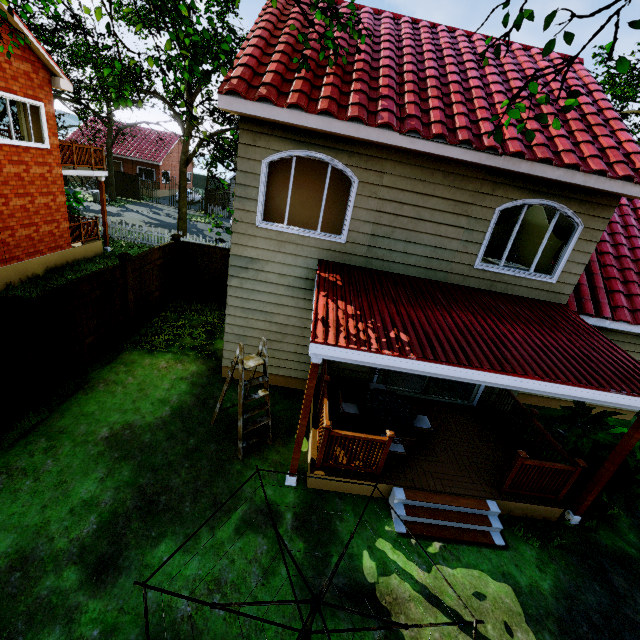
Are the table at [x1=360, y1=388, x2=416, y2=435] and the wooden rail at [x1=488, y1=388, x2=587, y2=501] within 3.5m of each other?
yes

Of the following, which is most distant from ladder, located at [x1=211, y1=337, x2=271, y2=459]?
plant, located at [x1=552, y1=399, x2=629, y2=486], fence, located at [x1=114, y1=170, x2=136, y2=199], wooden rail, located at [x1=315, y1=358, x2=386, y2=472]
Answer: fence, located at [x1=114, y1=170, x2=136, y2=199]

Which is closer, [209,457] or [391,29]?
[209,457]

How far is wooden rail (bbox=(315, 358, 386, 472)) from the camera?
5.7m

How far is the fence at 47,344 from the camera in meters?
6.1

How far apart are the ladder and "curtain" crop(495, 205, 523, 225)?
5.2 meters

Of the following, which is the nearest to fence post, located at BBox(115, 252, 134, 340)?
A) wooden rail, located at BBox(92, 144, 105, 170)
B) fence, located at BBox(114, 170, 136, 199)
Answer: wooden rail, located at BBox(92, 144, 105, 170)

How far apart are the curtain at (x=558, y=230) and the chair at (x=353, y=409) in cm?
567
